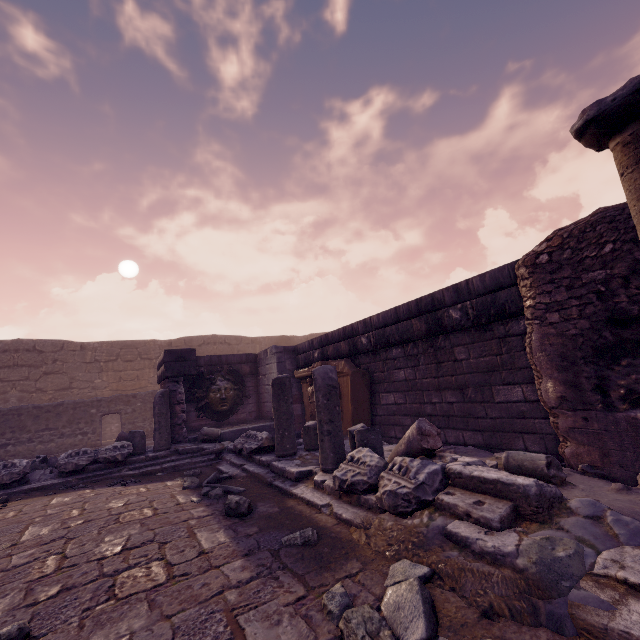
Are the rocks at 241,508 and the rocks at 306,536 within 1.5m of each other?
yes

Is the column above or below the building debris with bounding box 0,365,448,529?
above

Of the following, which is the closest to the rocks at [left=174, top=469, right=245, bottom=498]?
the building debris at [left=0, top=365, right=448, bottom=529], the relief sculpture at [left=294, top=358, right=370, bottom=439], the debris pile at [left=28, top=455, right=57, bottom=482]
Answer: the building debris at [left=0, top=365, right=448, bottom=529]

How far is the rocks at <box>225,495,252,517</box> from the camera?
3.5m

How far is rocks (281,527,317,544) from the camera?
2.7m

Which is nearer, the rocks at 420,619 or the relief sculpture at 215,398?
the rocks at 420,619

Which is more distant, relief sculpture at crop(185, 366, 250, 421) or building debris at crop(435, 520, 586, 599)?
relief sculpture at crop(185, 366, 250, 421)

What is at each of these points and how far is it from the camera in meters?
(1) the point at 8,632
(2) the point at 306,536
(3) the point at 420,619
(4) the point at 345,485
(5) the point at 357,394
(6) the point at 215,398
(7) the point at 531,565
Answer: (1) stone, 1.8 m
(2) rocks, 2.8 m
(3) rocks, 1.7 m
(4) building debris, 3.3 m
(5) relief sculpture, 7.3 m
(6) relief sculpture, 10.4 m
(7) building debris, 1.9 m
